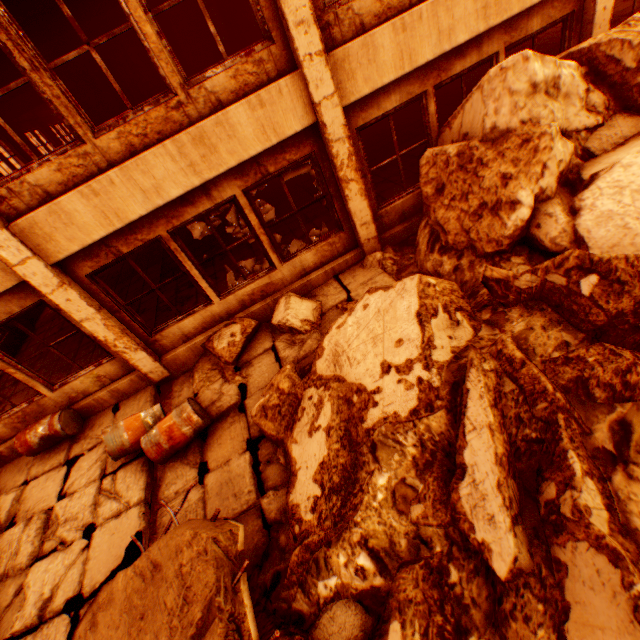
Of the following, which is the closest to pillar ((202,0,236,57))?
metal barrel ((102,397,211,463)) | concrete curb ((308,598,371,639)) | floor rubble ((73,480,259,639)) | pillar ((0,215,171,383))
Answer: pillar ((0,215,171,383))

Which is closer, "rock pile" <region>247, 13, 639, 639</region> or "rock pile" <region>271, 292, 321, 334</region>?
"rock pile" <region>247, 13, 639, 639</region>

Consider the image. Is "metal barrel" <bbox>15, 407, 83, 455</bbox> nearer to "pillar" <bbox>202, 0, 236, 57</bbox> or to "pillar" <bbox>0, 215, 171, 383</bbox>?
"pillar" <bbox>0, 215, 171, 383</bbox>

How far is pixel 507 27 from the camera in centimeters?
520cm

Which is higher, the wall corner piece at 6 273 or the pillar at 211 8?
the pillar at 211 8

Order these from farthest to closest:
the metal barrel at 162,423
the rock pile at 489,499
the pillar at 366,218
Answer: the metal barrel at 162,423 < the pillar at 366,218 < the rock pile at 489,499

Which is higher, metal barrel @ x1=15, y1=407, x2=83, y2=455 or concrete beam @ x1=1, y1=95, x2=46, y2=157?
concrete beam @ x1=1, y1=95, x2=46, y2=157

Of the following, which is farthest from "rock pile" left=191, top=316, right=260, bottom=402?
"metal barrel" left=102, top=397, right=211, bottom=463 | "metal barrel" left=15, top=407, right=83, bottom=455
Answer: "metal barrel" left=15, top=407, right=83, bottom=455
